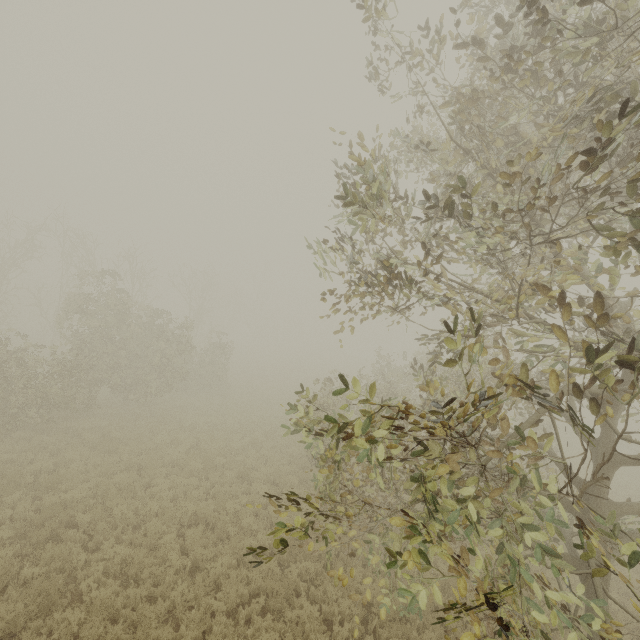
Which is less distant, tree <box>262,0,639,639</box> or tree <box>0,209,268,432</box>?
tree <box>262,0,639,639</box>

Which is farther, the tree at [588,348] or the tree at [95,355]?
the tree at [95,355]

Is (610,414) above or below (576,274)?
below
